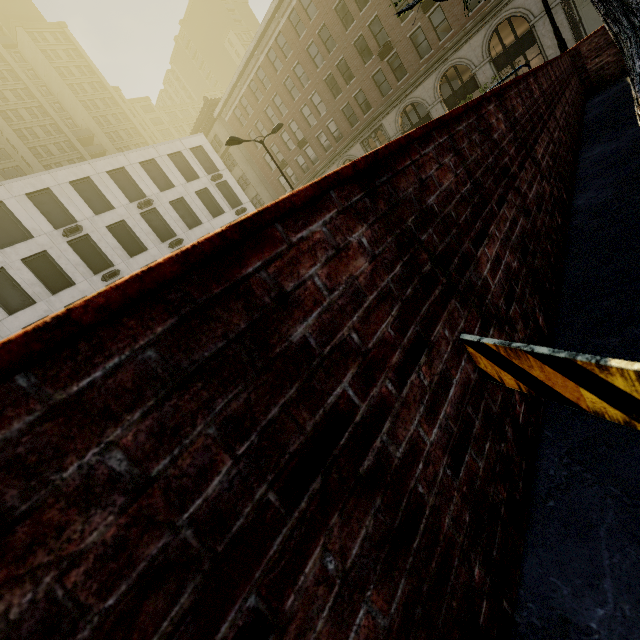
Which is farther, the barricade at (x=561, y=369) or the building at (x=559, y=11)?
the building at (x=559, y=11)

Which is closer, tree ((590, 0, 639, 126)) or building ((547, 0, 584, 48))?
A: tree ((590, 0, 639, 126))

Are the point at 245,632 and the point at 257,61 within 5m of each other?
no

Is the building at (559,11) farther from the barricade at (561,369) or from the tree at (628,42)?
the barricade at (561,369)

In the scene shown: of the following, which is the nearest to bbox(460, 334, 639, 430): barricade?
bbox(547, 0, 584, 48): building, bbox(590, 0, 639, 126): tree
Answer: bbox(590, 0, 639, 126): tree

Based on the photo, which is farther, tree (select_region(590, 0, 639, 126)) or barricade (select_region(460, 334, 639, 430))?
tree (select_region(590, 0, 639, 126))

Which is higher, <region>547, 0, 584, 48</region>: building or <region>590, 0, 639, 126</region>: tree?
<region>547, 0, 584, 48</region>: building

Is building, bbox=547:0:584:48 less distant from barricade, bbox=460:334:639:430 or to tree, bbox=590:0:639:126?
tree, bbox=590:0:639:126
